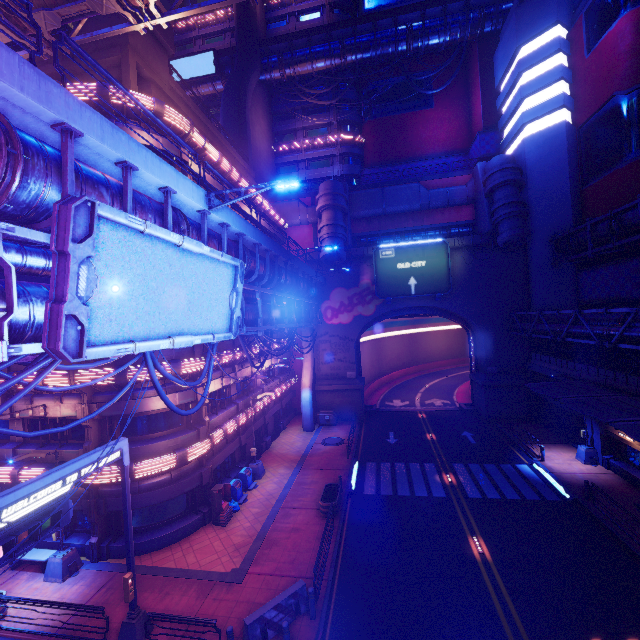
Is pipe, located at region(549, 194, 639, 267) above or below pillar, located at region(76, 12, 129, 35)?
below

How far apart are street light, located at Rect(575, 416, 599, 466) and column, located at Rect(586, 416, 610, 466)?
0.01m

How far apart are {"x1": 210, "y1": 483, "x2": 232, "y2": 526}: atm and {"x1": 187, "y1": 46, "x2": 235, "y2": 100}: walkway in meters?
47.8 m

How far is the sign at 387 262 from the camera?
32.8 meters

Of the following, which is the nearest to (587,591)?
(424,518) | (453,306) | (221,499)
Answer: (424,518)

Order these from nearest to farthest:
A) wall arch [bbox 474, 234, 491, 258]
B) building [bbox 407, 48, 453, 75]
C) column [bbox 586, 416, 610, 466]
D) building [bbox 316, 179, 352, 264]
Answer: column [bbox 586, 416, 610, 466], building [bbox 316, 179, 352, 264], wall arch [bbox 474, 234, 491, 258], building [bbox 407, 48, 453, 75]

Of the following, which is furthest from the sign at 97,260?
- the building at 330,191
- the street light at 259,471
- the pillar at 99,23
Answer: the building at 330,191

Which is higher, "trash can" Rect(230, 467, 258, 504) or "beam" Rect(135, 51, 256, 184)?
"beam" Rect(135, 51, 256, 184)
